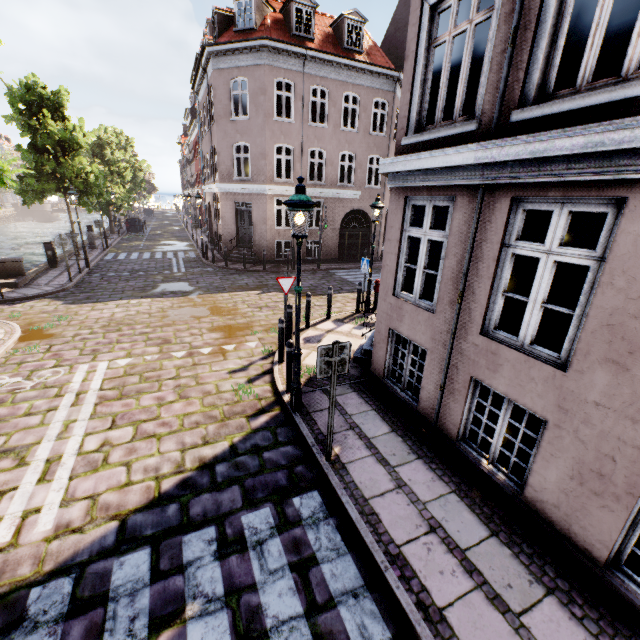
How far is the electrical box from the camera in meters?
15.7 m

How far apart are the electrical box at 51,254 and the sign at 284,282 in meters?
14.6

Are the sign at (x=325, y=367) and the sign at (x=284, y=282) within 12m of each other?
yes

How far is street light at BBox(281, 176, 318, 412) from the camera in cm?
461

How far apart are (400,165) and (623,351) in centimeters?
388cm

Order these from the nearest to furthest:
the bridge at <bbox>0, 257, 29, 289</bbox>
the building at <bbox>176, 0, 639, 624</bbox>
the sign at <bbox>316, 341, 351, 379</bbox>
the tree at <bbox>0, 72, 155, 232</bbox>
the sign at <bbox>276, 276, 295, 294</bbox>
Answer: the building at <bbox>176, 0, 639, 624</bbox>
the sign at <bbox>316, 341, 351, 379</bbox>
the sign at <bbox>276, 276, 295, 294</bbox>
the bridge at <bbox>0, 257, 29, 289</bbox>
the tree at <bbox>0, 72, 155, 232</bbox>

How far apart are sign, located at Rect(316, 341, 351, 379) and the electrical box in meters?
17.9

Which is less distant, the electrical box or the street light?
the street light
